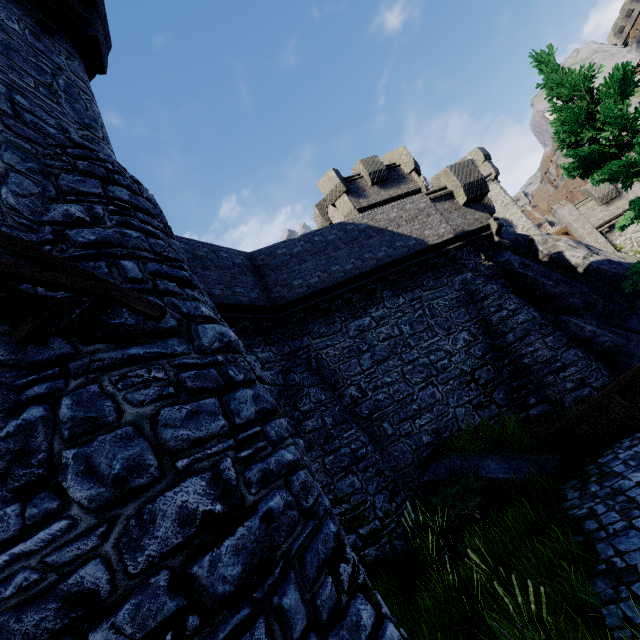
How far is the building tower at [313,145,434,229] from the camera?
19.28m

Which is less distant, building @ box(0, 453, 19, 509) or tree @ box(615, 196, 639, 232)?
building @ box(0, 453, 19, 509)

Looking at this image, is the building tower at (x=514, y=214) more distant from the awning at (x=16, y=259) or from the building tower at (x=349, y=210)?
the awning at (x=16, y=259)

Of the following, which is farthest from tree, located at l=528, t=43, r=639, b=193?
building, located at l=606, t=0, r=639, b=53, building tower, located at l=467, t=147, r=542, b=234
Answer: building, located at l=606, t=0, r=639, b=53

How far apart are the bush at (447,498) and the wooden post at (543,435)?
2.0 meters

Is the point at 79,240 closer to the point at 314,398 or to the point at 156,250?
the point at 156,250

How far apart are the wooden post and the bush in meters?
2.0 m

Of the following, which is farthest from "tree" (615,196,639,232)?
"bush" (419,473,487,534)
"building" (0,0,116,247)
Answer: "building" (0,0,116,247)
